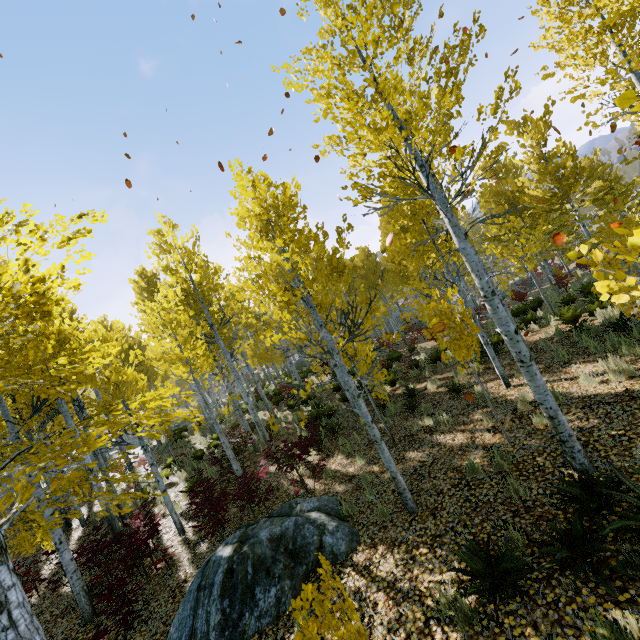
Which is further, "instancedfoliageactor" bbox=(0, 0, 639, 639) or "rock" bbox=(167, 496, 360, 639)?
"rock" bbox=(167, 496, 360, 639)

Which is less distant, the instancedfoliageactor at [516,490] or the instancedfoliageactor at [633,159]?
the instancedfoliageactor at [516,490]

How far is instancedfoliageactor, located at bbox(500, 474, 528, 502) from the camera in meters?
4.9

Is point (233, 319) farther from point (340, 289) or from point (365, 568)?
point (365, 568)

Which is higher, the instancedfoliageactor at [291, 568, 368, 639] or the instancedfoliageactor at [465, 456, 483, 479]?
the instancedfoliageactor at [465, 456, 483, 479]

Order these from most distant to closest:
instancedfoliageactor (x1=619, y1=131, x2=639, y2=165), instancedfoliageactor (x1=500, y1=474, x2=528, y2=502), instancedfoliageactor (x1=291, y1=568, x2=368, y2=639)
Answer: instancedfoliageactor (x1=619, y1=131, x2=639, y2=165) < instancedfoliageactor (x1=500, y1=474, x2=528, y2=502) < instancedfoliageactor (x1=291, y1=568, x2=368, y2=639)

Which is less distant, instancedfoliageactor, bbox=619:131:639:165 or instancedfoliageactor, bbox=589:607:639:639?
instancedfoliageactor, bbox=589:607:639:639

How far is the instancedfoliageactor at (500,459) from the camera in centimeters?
564cm
